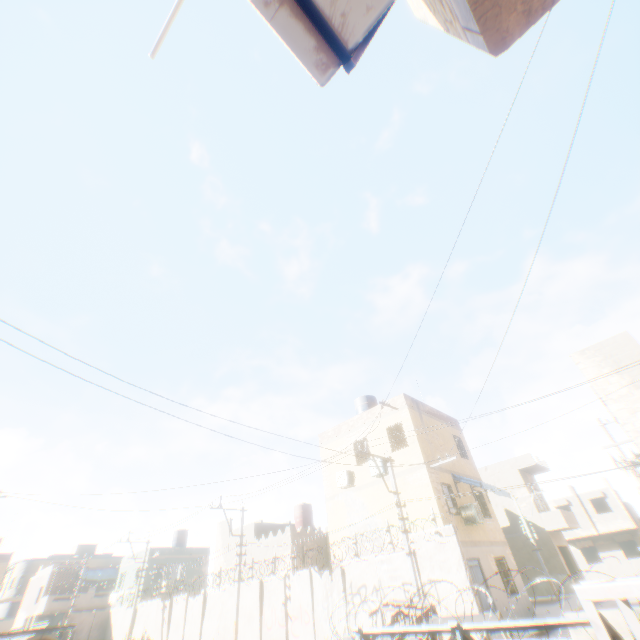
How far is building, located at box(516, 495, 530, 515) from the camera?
28.0 meters

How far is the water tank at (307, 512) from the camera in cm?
2728

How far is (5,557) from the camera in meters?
36.3 m

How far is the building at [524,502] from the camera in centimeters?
2798cm

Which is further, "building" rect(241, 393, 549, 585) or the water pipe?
the water pipe

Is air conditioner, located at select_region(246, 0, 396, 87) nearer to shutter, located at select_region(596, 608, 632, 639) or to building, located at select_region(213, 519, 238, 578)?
shutter, located at select_region(596, 608, 632, 639)

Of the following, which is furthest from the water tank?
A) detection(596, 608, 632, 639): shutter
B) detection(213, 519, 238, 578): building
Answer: detection(596, 608, 632, 639): shutter

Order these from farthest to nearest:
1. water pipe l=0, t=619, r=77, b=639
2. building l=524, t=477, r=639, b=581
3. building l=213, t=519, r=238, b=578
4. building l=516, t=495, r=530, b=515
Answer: building l=516, t=495, r=530, b=515
building l=213, t=519, r=238, b=578
building l=524, t=477, r=639, b=581
water pipe l=0, t=619, r=77, b=639
